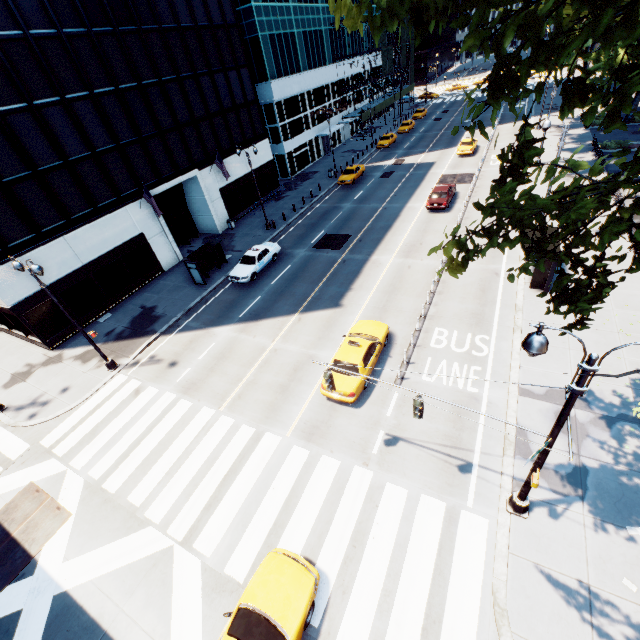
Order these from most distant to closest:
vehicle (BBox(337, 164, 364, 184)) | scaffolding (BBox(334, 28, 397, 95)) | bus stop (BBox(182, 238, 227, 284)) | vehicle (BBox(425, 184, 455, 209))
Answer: scaffolding (BBox(334, 28, 397, 95)), vehicle (BBox(337, 164, 364, 184)), vehicle (BBox(425, 184, 455, 209)), bus stop (BBox(182, 238, 227, 284))

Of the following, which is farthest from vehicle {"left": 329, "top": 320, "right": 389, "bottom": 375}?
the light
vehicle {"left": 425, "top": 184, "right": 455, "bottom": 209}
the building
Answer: the building

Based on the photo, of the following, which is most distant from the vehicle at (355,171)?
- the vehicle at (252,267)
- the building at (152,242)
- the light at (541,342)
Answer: the light at (541,342)

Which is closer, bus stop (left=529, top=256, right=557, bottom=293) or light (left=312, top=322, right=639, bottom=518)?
light (left=312, top=322, right=639, bottom=518)

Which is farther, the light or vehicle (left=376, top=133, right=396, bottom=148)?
vehicle (left=376, top=133, right=396, bottom=148)

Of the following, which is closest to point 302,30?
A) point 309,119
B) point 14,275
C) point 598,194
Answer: point 309,119

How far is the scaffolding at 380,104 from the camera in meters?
55.2

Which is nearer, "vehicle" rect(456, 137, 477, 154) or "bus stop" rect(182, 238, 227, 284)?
"bus stop" rect(182, 238, 227, 284)
